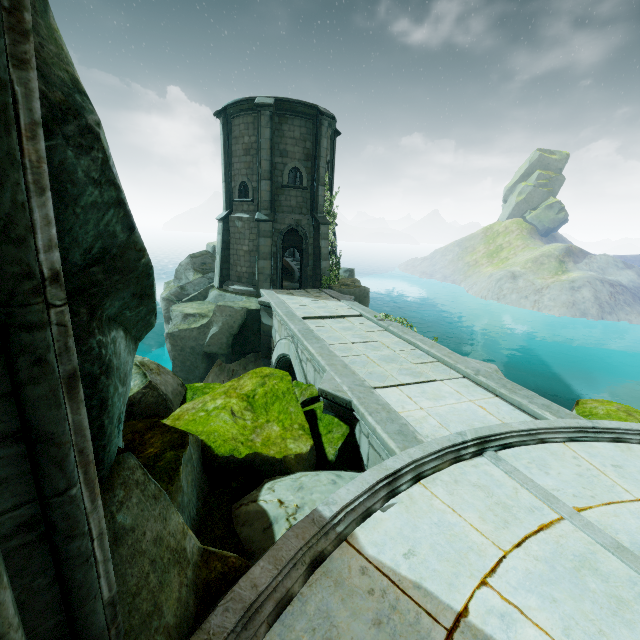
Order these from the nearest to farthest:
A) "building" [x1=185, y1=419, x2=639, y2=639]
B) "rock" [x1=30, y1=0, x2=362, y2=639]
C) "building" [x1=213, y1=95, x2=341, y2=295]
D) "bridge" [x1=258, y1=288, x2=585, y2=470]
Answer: "rock" [x1=30, y1=0, x2=362, y2=639] < "building" [x1=185, y1=419, x2=639, y2=639] < "bridge" [x1=258, y1=288, x2=585, y2=470] < "building" [x1=213, y1=95, x2=341, y2=295]

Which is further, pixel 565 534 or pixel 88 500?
pixel 565 534

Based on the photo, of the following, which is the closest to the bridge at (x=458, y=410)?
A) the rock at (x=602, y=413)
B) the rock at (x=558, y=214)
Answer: the rock at (x=602, y=413)

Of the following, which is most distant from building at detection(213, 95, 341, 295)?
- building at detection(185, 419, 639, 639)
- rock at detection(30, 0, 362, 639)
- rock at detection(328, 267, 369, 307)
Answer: building at detection(185, 419, 639, 639)

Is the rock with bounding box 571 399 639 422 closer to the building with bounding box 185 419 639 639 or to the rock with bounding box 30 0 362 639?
the building with bounding box 185 419 639 639

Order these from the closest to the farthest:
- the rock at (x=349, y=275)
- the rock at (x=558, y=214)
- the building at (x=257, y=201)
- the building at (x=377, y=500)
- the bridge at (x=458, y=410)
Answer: the building at (x=377, y=500), the bridge at (x=458, y=410), the building at (x=257, y=201), the rock at (x=349, y=275), the rock at (x=558, y=214)

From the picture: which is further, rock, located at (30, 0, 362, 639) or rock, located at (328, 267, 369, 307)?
rock, located at (328, 267, 369, 307)

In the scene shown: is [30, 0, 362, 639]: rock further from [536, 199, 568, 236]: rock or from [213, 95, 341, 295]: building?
[536, 199, 568, 236]: rock
